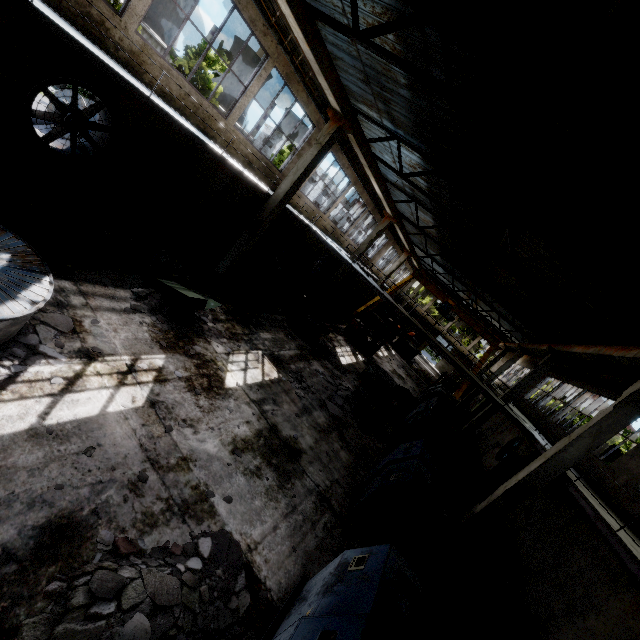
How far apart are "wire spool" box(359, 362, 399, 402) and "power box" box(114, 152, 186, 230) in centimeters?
1157cm

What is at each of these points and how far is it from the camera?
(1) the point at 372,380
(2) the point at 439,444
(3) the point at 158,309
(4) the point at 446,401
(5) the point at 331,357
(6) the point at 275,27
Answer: (1) wire spool, 16.2 meters
(2) wire spool, 11.2 meters
(3) concrete debris, 8.5 meters
(4) cable machine, 20.0 meters
(5) concrete debris, 15.5 meters
(6) wires, 10.7 meters

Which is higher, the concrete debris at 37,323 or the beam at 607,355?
the beam at 607,355

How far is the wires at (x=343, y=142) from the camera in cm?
1703

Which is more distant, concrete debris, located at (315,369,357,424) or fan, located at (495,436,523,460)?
fan, located at (495,436,523,460)

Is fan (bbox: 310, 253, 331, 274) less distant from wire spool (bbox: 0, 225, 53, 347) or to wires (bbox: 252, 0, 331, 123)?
wires (bbox: 252, 0, 331, 123)

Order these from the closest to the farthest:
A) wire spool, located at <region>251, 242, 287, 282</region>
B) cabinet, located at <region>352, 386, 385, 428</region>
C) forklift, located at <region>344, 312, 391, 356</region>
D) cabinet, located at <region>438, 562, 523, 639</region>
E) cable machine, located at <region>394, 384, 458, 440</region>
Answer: cabinet, located at <region>438, 562, 523, 639</region>, cabinet, located at <region>352, 386, 385, 428</region>, cable machine, located at <region>394, 384, 458, 440</region>, wire spool, located at <region>251, 242, 287, 282</region>, forklift, located at <region>344, 312, 391, 356</region>

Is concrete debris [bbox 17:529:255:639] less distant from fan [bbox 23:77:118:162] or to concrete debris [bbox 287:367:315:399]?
concrete debris [bbox 287:367:315:399]
